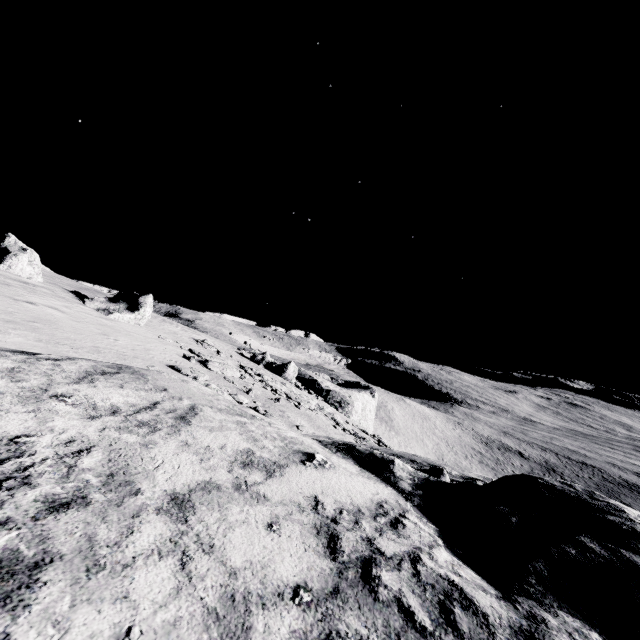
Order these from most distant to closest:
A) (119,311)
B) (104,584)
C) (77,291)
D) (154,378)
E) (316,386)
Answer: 1. (316,386)
2. (77,291)
3. (119,311)
4. (154,378)
5. (104,584)

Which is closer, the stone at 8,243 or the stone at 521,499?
the stone at 521,499

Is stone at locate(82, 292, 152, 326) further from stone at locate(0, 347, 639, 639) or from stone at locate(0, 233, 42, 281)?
stone at locate(0, 347, 639, 639)

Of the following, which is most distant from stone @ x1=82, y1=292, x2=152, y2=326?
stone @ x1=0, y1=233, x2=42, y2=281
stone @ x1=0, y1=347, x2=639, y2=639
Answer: stone @ x1=0, y1=347, x2=639, y2=639

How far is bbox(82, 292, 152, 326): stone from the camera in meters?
20.5

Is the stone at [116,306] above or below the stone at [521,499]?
above

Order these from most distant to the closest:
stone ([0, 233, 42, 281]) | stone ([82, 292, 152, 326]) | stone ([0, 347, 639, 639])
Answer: stone ([82, 292, 152, 326]) → stone ([0, 233, 42, 281]) → stone ([0, 347, 639, 639])
